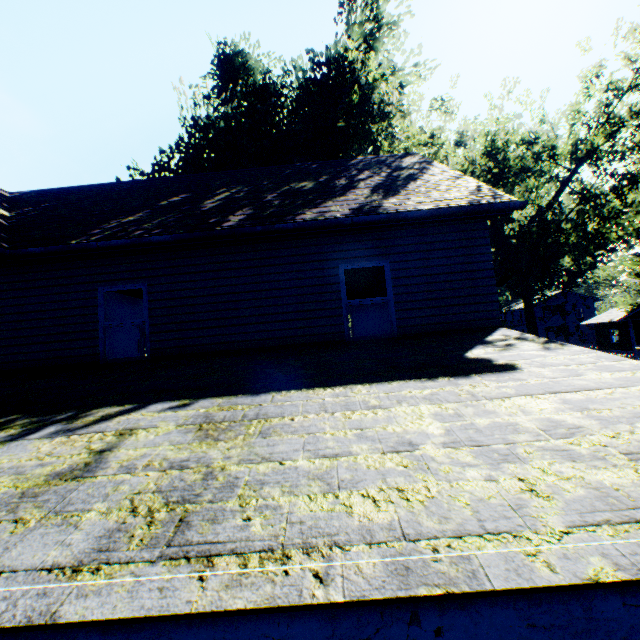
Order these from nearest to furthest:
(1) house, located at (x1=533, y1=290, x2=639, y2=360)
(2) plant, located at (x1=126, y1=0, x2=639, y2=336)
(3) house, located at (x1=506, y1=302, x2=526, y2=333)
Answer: (2) plant, located at (x1=126, y1=0, x2=639, y2=336) → (1) house, located at (x1=533, y1=290, x2=639, y2=360) → (3) house, located at (x1=506, y1=302, x2=526, y2=333)

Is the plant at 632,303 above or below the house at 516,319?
above

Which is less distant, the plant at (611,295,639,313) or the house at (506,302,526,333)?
the plant at (611,295,639,313)

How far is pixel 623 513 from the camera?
1.5m

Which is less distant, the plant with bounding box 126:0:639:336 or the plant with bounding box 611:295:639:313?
the plant with bounding box 126:0:639:336

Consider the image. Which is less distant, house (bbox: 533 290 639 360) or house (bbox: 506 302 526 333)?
house (bbox: 533 290 639 360)

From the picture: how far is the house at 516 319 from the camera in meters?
53.7

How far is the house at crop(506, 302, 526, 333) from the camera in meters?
53.7 m
